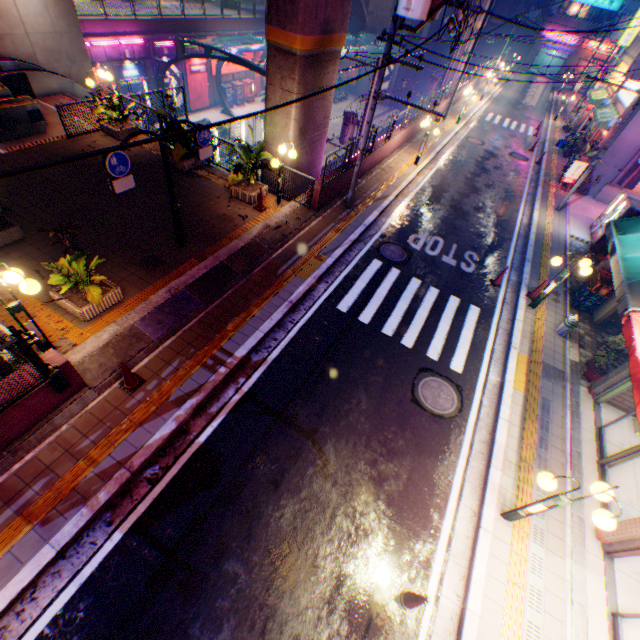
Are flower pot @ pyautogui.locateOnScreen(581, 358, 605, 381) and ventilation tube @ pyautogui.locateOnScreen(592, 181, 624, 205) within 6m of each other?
no

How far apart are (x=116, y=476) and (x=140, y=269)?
5.5m

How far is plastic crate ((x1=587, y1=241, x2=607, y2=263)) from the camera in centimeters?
1367cm

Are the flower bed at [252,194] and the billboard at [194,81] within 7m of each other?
no

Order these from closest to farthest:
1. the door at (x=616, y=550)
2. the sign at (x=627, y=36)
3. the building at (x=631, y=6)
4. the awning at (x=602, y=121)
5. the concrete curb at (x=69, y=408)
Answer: the door at (x=616, y=550)
the concrete curb at (x=69, y=408)
the awning at (x=602, y=121)
the sign at (x=627, y=36)
the building at (x=631, y=6)

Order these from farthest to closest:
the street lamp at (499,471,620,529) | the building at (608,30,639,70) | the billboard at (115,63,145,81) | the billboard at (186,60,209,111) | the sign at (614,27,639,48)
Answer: the billboard at (186,60,209,111), the billboard at (115,63,145,81), the sign at (614,27,639,48), the building at (608,30,639,70), the street lamp at (499,471,620,529)

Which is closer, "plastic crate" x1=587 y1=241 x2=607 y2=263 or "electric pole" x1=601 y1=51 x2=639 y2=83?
"electric pole" x1=601 y1=51 x2=639 y2=83

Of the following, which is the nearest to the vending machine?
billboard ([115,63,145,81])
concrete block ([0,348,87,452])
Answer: concrete block ([0,348,87,452])
